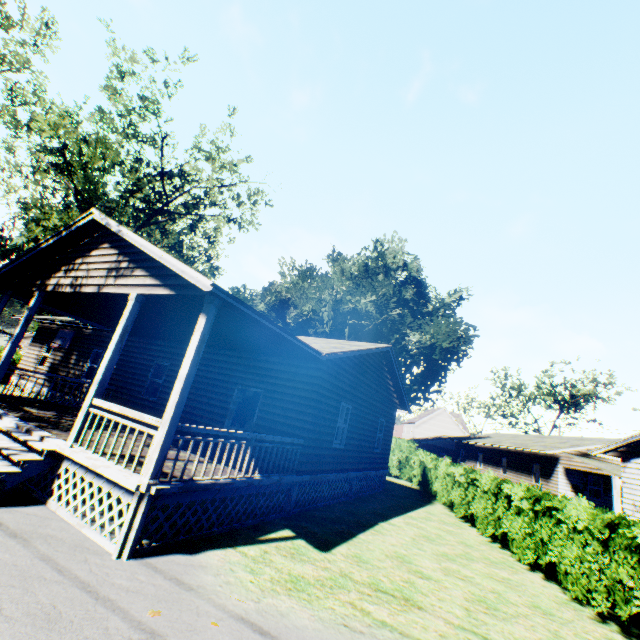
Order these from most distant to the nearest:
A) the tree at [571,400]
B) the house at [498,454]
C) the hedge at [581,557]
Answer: Answer:
1. the tree at [571,400]
2. the house at [498,454]
3. the hedge at [581,557]

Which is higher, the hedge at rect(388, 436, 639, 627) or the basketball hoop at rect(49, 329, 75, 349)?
the basketball hoop at rect(49, 329, 75, 349)

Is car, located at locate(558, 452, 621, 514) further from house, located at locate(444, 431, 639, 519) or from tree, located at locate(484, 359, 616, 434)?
tree, located at locate(484, 359, 616, 434)

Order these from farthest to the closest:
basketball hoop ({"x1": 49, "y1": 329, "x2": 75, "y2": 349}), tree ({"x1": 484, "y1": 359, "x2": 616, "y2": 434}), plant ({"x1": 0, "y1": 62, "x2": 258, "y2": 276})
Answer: tree ({"x1": 484, "y1": 359, "x2": 616, "y2": 434}), plant ({"x1": 0, "y1": 62, "x2": 258, "y2": 276}), basketball hoop ({"x1": 49, "y1": 329, "x2": 75, "y2": 349})

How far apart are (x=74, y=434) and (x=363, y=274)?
43.2m

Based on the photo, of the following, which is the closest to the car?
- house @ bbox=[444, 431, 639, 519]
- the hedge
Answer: house @ bbox=[444, 431, 639, 519]

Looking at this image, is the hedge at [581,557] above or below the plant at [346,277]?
below

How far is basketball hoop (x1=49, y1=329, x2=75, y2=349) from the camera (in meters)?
17.02
